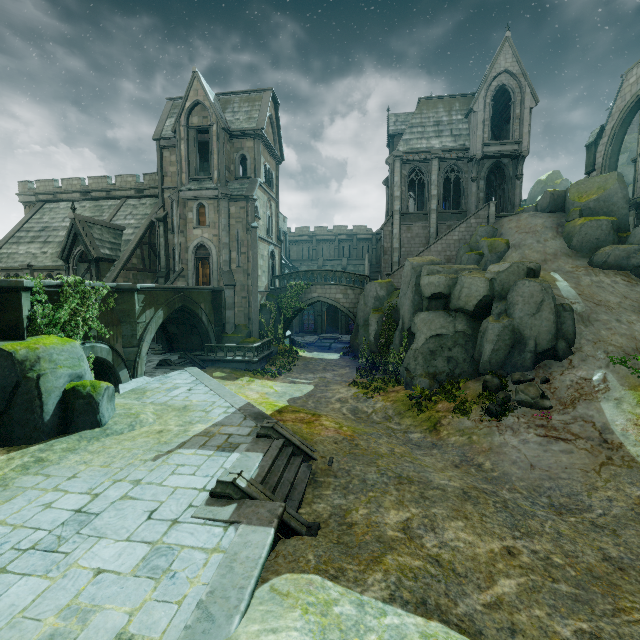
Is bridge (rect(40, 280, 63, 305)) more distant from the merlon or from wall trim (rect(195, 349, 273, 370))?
the merlon

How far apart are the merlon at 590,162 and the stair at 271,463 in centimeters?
3136cm

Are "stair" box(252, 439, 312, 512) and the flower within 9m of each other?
yes

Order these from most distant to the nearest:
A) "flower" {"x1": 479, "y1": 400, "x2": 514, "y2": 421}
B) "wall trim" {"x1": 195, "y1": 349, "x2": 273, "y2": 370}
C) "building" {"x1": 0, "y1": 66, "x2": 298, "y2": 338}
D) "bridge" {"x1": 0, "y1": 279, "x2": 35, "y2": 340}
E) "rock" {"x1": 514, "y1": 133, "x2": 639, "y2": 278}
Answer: "building" {"x1": 0, "y1": 66, "x2": 298, "y2": 338}
"wall trim" {"x1": 195, "y1": 349, "x2": 273, "y2": 370}
"rock" {"x1": 514, "y1": 133, "x2": 639, "y2": 278}
"flower" {"x1": 479, "y1": 400, "x2": 514, "y2": 421}
"bridge" {"x1": 0, "y1": 279, "x2": 35, "y2": 340}

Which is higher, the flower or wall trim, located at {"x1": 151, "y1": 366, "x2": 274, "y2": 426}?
wall trim, located at {"x1": 151, "y1": 366, "x2": 274, "y2": 426}

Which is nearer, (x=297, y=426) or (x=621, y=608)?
(x=621, y=608)

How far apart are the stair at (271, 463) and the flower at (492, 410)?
Result: 7.94m

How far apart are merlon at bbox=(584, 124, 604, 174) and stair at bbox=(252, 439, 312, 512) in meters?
31.4
